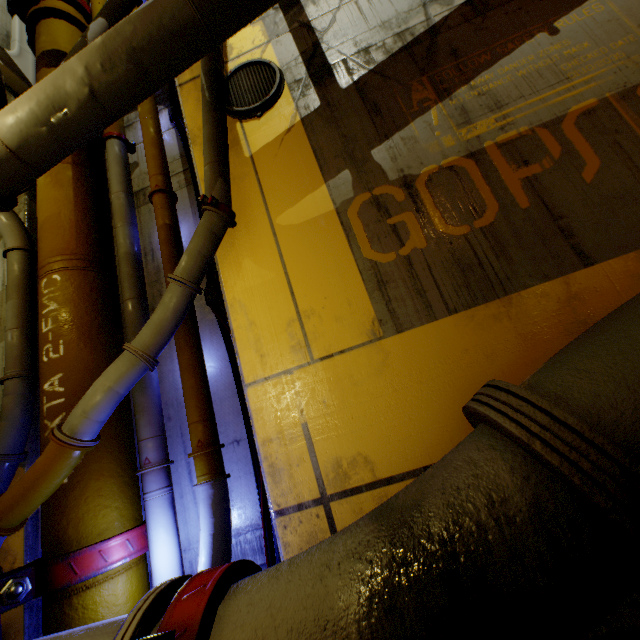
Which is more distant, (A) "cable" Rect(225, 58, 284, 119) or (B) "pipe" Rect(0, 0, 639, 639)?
(A) "cable" Rect(225, 58, 284, 119)

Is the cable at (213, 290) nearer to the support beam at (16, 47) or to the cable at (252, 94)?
the cable at (252, 94)

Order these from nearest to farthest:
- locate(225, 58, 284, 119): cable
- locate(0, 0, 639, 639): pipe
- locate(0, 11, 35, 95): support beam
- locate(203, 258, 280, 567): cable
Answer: locate(0, 0, 639, 639): pipe, locate(203, 258, 280, 567): cable, locate(225, 58, 284, 119): cable, locate(0, 11, 35, 95): support beam

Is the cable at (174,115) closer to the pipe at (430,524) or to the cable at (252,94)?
the pipe at (430,524)

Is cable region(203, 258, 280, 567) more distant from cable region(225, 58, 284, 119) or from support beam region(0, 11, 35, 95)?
support beam region(0, 11, 35, 95)

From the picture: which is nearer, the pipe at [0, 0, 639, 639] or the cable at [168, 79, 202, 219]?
the pipe at [0, 0, 639, 639]

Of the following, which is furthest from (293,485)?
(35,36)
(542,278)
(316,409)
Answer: (35,36)

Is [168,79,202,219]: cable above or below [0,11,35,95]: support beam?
below
